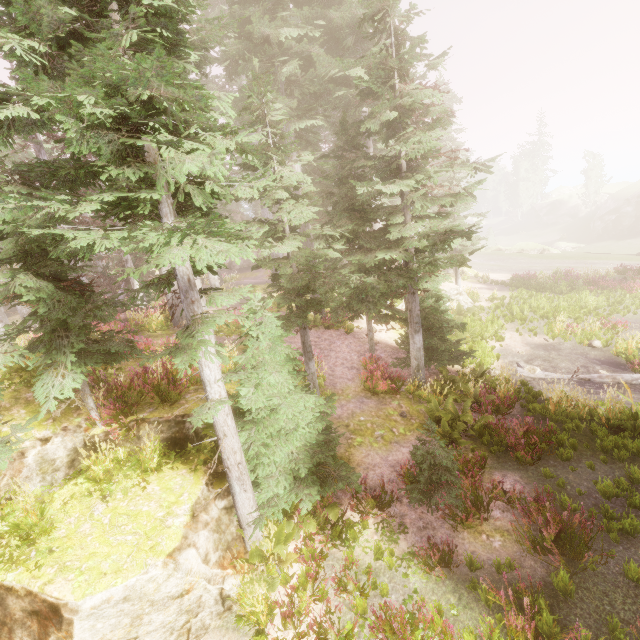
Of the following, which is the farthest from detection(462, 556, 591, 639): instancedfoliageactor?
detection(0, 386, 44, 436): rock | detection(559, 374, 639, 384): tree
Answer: detection(559, 374, 639, 384): tree

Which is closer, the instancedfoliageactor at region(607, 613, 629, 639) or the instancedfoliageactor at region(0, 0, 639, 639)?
the instancedfoliageactor at region(0, 0, 639, 639)

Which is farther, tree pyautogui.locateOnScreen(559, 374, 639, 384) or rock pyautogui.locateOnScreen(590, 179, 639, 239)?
rock pyautogui.locateOnScreen(590, 179, 639, 239)

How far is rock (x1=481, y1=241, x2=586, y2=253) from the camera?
39.31m

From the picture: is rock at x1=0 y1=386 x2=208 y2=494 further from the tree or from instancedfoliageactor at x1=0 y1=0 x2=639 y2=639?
the tree

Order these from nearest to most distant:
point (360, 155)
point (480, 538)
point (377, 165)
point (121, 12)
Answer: point (121, 12)
point (480, 538)
point (377, 165)
point (360, 155)

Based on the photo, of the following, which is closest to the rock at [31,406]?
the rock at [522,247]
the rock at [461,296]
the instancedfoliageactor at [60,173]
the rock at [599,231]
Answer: the instancedfoliageactor at [60,173]
